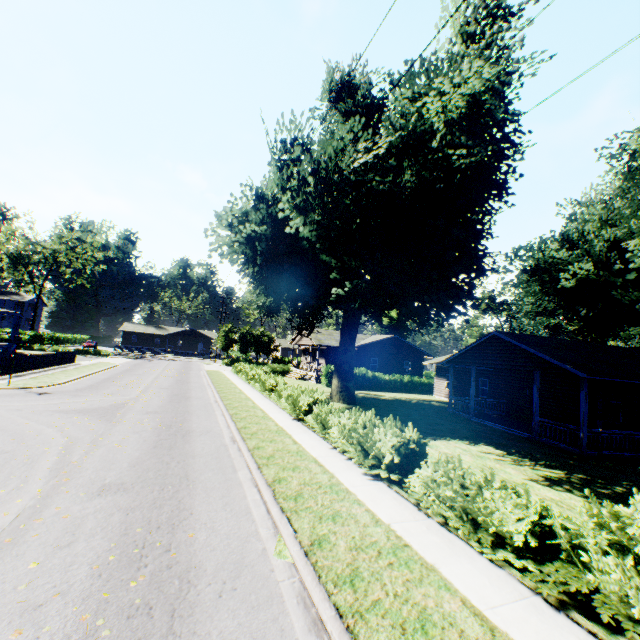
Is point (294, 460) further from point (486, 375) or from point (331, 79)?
point (486, 375)

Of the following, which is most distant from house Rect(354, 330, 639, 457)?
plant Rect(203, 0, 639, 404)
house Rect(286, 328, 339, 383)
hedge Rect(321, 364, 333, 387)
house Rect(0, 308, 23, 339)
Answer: house Rect(0, 308, 23, 339)

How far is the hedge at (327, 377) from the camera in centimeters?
3366cm

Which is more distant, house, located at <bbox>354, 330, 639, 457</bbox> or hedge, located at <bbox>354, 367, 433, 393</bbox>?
hedge, located at <bbox>354, 367, 433, 393</bbox>

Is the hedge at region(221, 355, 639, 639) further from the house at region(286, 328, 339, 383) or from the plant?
the house at region(286, 328, 339, 383)

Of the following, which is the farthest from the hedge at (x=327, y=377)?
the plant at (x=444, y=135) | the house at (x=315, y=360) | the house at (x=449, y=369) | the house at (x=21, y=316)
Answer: the house at (x=21, y=316)

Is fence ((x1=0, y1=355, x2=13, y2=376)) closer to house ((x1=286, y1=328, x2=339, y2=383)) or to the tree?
house ((x1=286, y1=328, x2=339, y2=383))

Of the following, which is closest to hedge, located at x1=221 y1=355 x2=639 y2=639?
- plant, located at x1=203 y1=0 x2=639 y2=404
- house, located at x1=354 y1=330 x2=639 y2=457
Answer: plant, located at x1=203 y1=0 x2=639 y2=404
